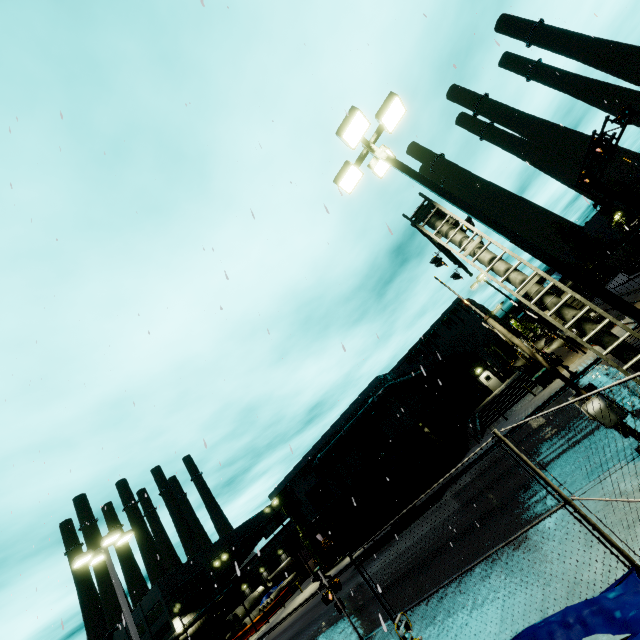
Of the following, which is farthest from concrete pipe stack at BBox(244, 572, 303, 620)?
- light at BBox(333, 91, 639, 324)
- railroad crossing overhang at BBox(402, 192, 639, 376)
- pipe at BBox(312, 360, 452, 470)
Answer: light at BBox(333, 91, 639, 324)

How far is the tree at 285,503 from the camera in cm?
3694

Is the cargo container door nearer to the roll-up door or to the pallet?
the roll-up door

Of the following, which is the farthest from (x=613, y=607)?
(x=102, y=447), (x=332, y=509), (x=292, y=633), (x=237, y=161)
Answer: (x=332, y=509)

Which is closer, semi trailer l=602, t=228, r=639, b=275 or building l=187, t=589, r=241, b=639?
semi trailer l=602, t=228, r=639, b=275

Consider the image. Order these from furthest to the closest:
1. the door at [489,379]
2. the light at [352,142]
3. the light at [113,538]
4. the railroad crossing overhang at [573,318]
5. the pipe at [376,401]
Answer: the door at [489,379] < the pipe at [376,401] < the light at [113,538] < the railroad crossing overhang at [573,318] < the light at [352,142]

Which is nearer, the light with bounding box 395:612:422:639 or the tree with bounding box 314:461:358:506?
the light with bounding box 395:612:422:639

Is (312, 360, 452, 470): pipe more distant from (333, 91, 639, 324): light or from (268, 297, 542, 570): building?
(333, 91, 639, 324): light
